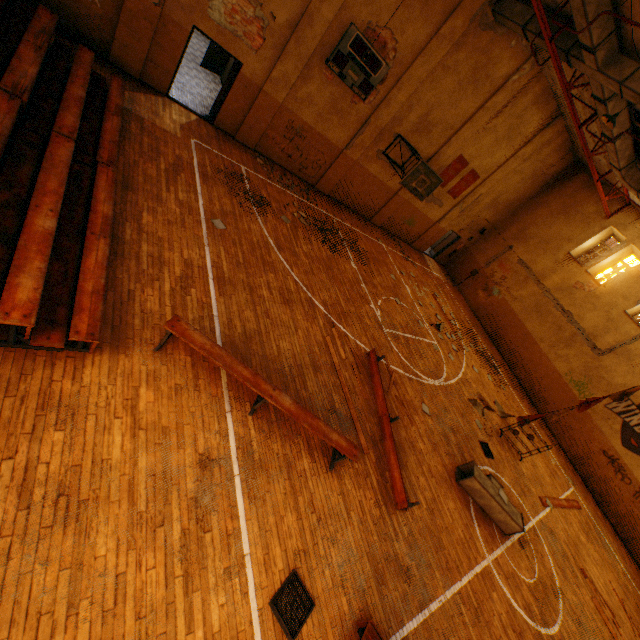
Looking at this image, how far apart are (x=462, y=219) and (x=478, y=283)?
4.30m

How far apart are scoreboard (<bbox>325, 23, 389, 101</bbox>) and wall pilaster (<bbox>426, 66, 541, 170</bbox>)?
4.56m

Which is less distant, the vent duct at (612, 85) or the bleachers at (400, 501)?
the bleachers at (400, 501)

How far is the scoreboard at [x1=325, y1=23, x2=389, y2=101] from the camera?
10.3m

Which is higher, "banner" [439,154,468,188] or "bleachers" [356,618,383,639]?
"banner" [439,154,468,188]

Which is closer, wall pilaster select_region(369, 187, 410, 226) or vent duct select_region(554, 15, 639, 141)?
vent duct select_region(554, 15, 639, 141)

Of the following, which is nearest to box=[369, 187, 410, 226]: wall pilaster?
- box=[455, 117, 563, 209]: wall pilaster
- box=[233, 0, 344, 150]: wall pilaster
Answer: box=[455, 117, 563, 209]: wall pilaster

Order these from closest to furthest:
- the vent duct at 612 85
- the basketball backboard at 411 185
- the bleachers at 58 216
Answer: the bleachers at 58 216 → the vent duct at 612 85 → the basketball backboard at 411 185
